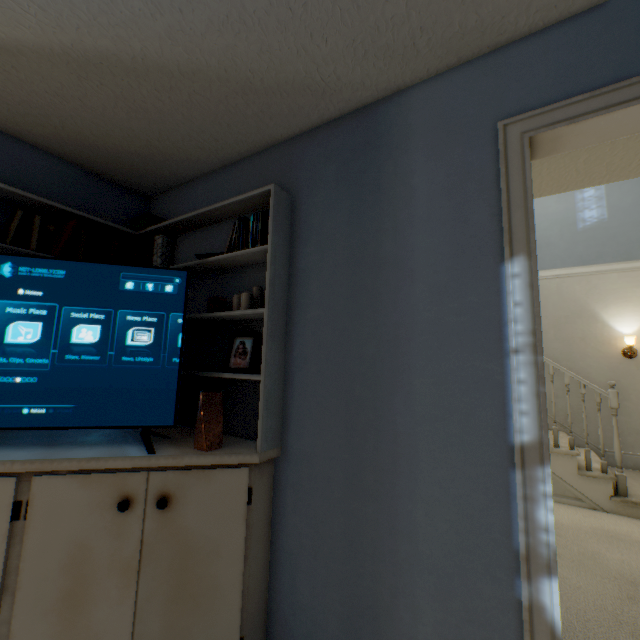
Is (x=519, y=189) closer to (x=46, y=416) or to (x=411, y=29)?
(x=411, y=29)

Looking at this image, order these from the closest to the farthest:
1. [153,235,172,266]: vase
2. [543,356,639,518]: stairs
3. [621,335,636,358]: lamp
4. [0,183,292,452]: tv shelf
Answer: [0,183,292,452]: tv shelf
[153,235,172,266]: vase
[543,356,639,518]: stairs
[621,335,636,358]: lamp

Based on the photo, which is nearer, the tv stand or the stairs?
the tv stand

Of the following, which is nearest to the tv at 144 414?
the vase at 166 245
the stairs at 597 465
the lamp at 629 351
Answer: the vase at 166 245

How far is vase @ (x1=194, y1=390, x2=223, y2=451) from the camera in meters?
1.4 m

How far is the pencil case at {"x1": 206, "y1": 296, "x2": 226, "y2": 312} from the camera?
1.68m

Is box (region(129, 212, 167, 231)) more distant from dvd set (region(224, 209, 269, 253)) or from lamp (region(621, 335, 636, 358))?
lamp (region(621, 335, 636, 358))

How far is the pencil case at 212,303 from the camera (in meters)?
1.68
